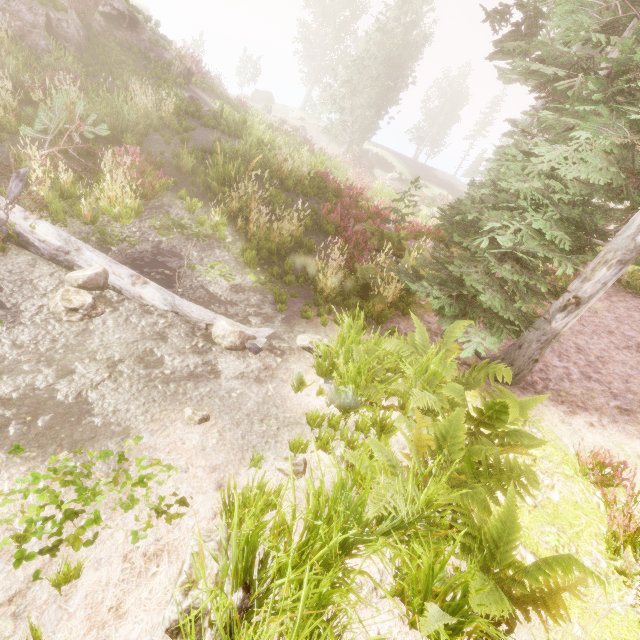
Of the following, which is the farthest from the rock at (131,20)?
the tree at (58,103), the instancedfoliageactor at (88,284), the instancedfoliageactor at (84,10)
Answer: the instancedfoliageactor at (88,284)

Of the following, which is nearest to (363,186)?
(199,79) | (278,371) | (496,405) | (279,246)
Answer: (199,79)

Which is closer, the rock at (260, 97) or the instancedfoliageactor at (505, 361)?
the instancedfoliageactor at (505, 361)

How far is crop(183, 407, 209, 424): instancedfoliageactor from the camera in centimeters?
361cm

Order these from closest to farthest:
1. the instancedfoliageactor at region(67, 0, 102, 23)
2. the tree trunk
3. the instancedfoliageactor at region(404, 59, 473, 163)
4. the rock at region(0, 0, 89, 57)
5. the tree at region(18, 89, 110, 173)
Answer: the tree at region(18, 89, 110, 173) → the rock at region(0, 0, 89, 57) → the instancedfoliageactor at region(67, 0, 102, 23) → the tree trunk → the instancedfoliageactor at region(404, 59, 473, 163)

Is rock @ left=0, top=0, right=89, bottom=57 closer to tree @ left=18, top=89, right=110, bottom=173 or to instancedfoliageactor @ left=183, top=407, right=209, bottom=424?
tree @ left=18, top=89, right=110, bottom=173

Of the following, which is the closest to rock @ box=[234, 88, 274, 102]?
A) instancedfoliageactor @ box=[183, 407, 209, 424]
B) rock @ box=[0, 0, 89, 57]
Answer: rock @ box=[0, 0, 89, 57]

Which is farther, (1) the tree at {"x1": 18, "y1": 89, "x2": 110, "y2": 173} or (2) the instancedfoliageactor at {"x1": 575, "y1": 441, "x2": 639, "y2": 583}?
(1) the tree at {"x1": 18, "y1": 89, "x2": 110, "y2": 173}
